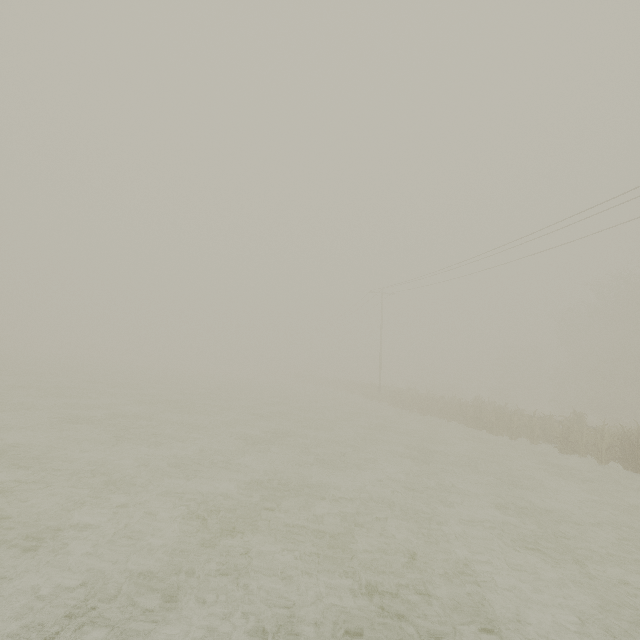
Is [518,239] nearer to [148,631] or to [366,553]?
[366,553]
